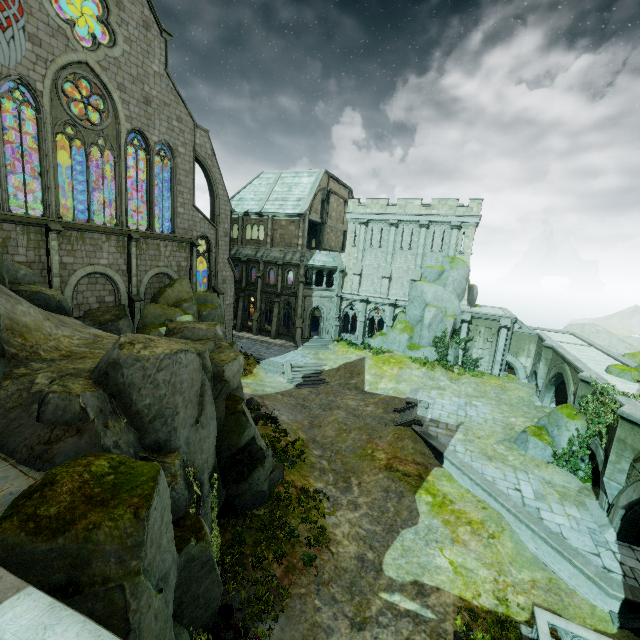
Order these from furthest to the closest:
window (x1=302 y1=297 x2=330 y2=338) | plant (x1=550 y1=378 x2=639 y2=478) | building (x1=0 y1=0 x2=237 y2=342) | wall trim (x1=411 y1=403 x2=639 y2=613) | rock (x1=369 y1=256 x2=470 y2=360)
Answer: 1. window (x1=302 y1=297 x2=330 y2=338)
2. rock (x1=369 y1=256 x2=470 y2=360)
3. building (x1=0 y1=0 x2=237 y2=342)
4. plant (x1=550 y1=378 x2=639 y2=478)
5. wall trim (x1=411 y1=403 x2=639 y2=613)

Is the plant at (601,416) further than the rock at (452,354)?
No

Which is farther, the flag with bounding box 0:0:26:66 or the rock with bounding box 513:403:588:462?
the rock with bounding box 513:403:588:462

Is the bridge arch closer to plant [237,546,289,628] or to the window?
the window

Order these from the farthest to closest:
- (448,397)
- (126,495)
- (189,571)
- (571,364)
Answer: (448,397) < (571,364) < (189,571) < (126,495)

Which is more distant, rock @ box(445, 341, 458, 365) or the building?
rock @ box(445, 341, 458, 365)

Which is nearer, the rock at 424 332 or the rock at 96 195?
the rock at 96 195

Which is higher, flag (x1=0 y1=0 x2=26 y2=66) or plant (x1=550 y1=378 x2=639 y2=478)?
flag (x1=0 y1=0 x2=26 y2=66)
